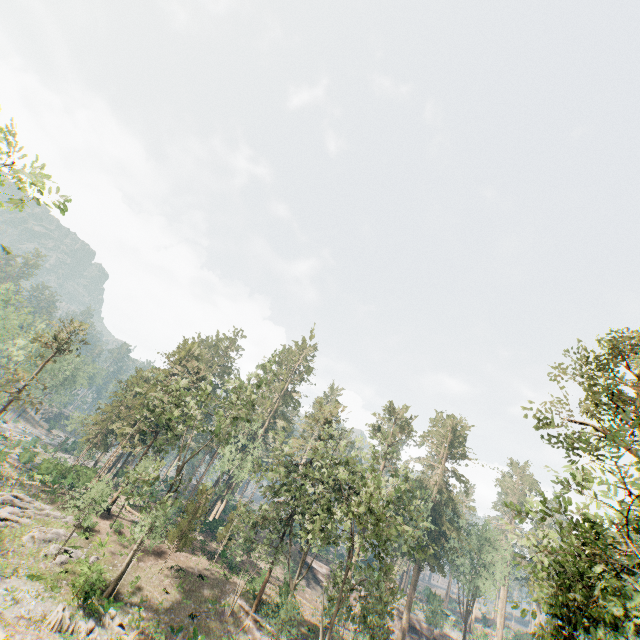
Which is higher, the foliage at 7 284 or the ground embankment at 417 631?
the foliage at 7 284

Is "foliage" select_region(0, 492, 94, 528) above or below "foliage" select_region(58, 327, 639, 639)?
below

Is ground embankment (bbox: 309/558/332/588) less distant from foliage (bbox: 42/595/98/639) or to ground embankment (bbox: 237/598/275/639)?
foliage (bbox: 42/595/98/639)

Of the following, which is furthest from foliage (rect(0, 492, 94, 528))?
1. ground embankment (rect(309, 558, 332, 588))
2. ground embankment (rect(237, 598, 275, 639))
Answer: ground embankment (rect(309, 558, 332, 588))

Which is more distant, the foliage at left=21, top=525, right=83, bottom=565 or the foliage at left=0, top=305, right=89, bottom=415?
the foliage at left=0, top=305, right=89, bottom=415

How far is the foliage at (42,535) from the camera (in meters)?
26.44

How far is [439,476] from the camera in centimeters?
5006cm
